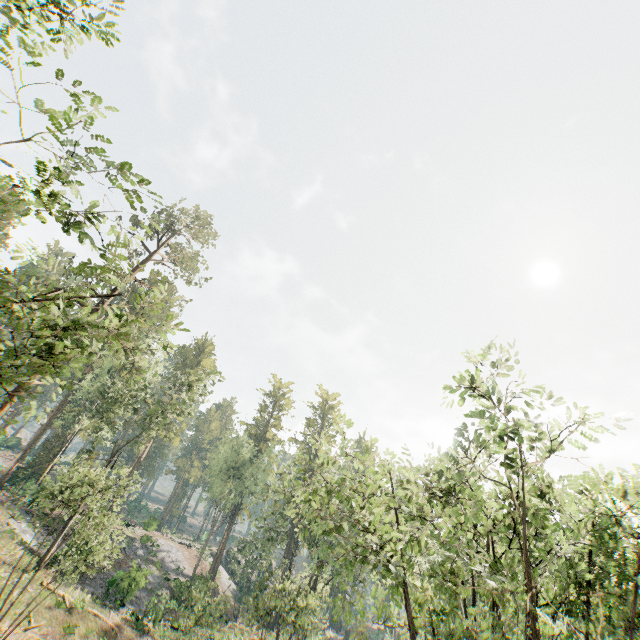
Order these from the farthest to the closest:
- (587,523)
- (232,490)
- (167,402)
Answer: (167,402) < (232,490) < (587,523)

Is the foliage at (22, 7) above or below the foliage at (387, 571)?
above

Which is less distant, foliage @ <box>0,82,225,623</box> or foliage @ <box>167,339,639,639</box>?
foliage @ <box>0,82,225,623</box>

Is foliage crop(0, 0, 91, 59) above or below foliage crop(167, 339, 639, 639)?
above

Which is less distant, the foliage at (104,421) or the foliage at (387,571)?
the foliage at (104,421)
